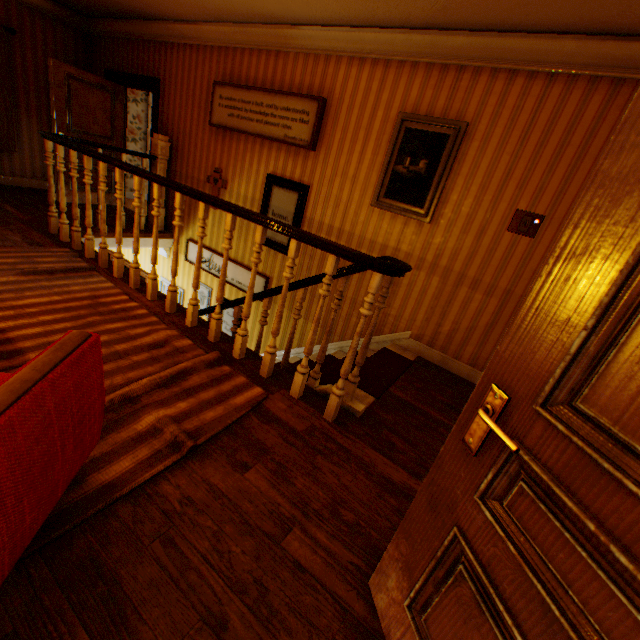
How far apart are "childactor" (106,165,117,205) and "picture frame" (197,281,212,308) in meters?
2.9 m

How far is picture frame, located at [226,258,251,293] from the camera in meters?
5.2 m

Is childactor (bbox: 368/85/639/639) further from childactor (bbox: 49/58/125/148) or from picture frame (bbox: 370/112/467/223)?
childactor (bbox: 49/58/125/148)

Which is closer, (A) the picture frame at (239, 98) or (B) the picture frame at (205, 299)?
(A) the picture frame at (239, 98)

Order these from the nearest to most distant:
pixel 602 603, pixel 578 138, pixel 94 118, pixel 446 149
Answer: pixel 602 603
pixel 578 138
pixel 446 149
pixel 94 118

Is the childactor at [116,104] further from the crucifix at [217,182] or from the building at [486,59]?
the crucifix at [217,182]

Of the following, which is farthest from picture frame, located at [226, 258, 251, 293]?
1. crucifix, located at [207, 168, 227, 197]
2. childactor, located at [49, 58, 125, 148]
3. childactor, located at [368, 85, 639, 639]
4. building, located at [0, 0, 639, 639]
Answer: childactor, located at [368, 85, 639, 639]

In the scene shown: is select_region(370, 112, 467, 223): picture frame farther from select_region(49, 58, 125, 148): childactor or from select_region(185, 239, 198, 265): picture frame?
select_region(49, 58, 125, 148): childactor
